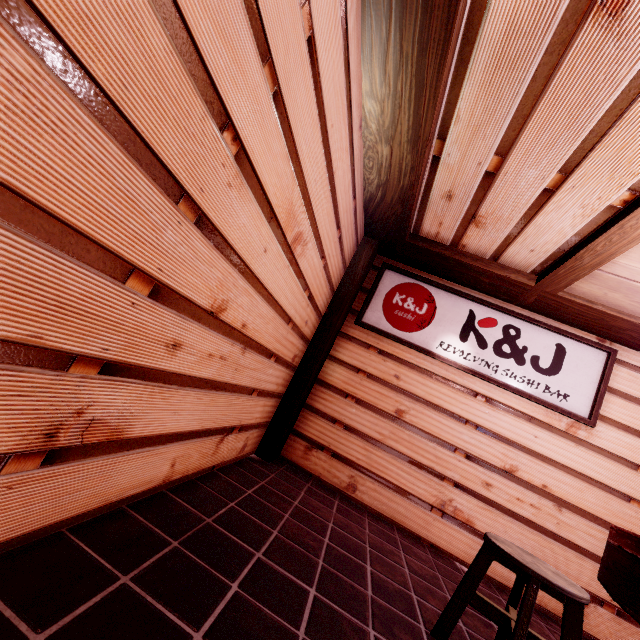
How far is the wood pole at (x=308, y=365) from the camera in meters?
6.3 m

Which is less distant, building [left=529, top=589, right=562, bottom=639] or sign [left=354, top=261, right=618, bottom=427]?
building [left=529, top=589, right=562, bottom=639]

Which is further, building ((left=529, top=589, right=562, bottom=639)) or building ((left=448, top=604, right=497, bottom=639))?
building ((left=529, top=589, right=562, bottom=639))

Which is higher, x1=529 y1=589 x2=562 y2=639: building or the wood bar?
the wood bar

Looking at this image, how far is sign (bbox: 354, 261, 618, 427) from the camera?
6.38m

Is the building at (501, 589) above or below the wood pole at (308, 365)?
below

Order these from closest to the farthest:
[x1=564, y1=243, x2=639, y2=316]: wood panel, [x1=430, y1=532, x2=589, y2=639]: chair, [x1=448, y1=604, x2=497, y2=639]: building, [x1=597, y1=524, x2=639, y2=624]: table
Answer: [x1=597, y1=524, x2=639, y2=624]: table → [x1=430, y1=532, x2=589, y2=639]: chair → [x1=448, y1=604, x2=497, y2=639]: building → [x1=564, y1=243, x2=639, y2=316]: wood panel

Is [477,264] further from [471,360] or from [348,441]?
[348,441]
